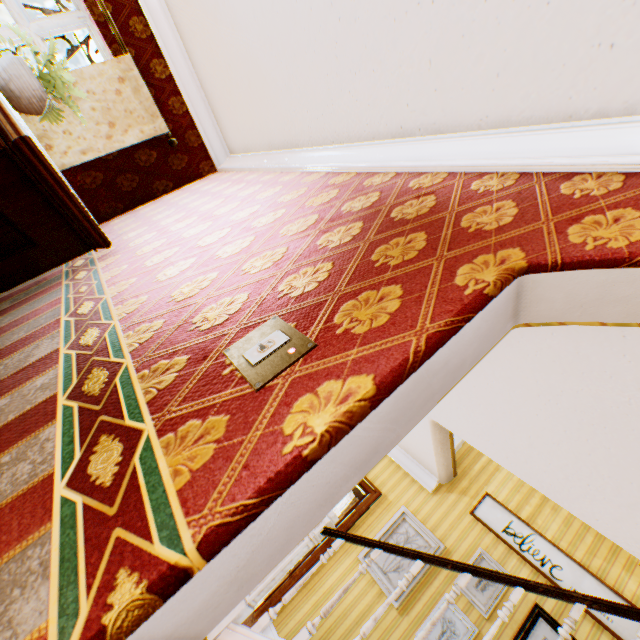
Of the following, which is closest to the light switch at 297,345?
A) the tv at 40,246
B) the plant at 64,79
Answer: the tv at 40,246

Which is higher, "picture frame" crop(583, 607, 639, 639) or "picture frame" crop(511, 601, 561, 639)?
"picture frame" crop(583, 607, 639, 639)

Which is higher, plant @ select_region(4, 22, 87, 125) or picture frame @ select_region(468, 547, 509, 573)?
picture frame @ select_region(468, 547, 509, 573)

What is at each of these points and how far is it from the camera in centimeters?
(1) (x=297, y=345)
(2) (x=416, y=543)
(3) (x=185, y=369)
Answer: (1) light switch, 94cm
(2) picture frame, 457cm
(3) building, 103cm

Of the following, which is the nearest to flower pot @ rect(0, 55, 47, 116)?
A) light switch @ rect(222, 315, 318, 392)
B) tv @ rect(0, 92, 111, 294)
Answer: tv @ rect(0, 92, 111, 294)

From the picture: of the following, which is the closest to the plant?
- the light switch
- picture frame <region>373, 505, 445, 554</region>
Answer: the light switch

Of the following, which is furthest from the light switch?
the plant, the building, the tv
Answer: the plant

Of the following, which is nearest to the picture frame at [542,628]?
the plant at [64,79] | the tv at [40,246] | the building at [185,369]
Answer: the building at [185,369]
